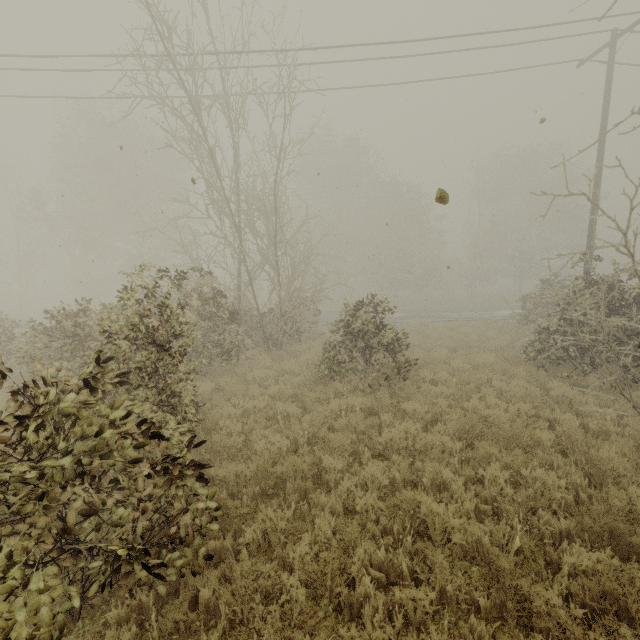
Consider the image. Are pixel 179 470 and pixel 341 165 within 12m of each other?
no
